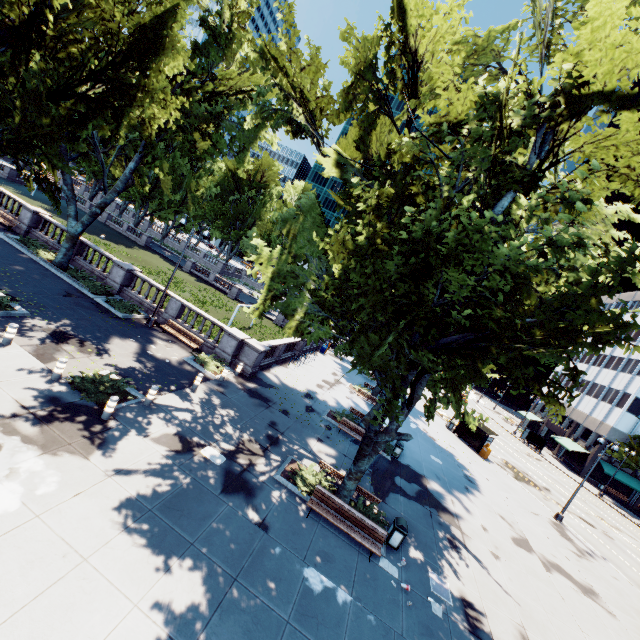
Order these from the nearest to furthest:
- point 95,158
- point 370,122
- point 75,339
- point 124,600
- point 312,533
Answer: point 124,600 → point 312,533 → point 75,339 → point 370,122 → point 95,158

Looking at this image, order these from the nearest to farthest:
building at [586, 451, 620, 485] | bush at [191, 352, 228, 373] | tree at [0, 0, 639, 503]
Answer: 1. tree at [0, 0, 639, 503]
2. bush at [191, 352, 228, 373]
3. building at [586, 451, 620, 485]

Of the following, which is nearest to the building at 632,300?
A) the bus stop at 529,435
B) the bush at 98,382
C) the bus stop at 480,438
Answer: the bus stop at 529,435

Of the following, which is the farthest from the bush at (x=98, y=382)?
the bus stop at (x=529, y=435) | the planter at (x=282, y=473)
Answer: the bus stop at (x=529, y=435)

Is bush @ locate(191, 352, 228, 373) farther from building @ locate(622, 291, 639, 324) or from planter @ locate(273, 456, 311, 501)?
building @ locate(622, 291, 639, 324)

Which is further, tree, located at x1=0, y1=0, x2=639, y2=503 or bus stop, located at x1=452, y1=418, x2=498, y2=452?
bus stop, located at x1=452, y1=418, x2=498, y2=452

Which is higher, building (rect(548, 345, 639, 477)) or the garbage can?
building (rect(548, 345, 639, 477))

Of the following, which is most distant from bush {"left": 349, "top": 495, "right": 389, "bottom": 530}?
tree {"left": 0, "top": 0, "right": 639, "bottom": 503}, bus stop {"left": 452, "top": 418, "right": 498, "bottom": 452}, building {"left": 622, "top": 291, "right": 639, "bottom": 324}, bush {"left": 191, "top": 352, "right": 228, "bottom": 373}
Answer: building {"left": 622, "top": 291, "right": 639, "bottom": 324}
